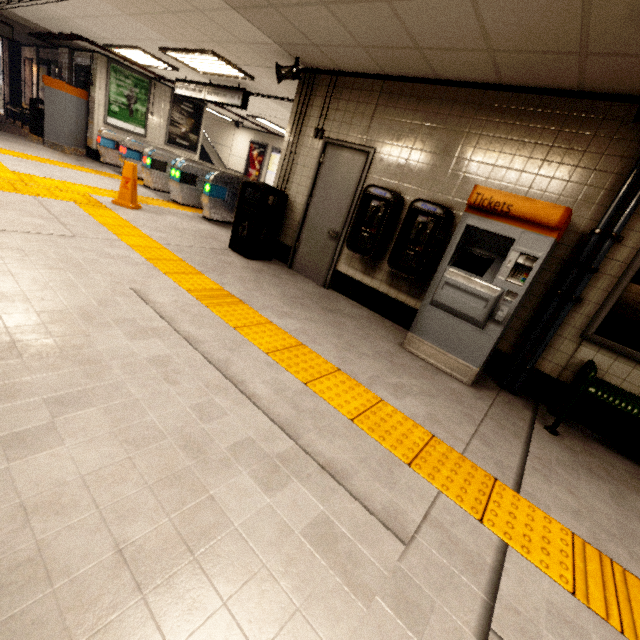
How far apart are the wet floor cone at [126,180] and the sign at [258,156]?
9.52m

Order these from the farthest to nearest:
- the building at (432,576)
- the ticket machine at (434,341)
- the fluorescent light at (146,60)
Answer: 1. the fluorescent light at (146,60)
2. the ticket machine at (434,341)
3. the building at (432,576)

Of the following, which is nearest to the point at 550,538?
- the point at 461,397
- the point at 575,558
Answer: the point at 575,558

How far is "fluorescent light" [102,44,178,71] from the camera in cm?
744

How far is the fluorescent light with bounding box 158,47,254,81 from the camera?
5.9 meters

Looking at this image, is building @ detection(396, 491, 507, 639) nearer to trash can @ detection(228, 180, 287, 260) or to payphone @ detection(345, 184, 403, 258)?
payphone @ detection(345, 184, 403, 258)

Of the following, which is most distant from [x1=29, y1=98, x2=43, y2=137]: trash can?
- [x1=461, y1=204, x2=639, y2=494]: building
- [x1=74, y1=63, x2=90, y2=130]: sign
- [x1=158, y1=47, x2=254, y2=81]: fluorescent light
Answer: [x1=461, y1=204, x2=639, y2=494]: building

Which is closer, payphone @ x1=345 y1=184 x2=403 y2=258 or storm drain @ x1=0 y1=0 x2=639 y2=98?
storm drain @ x1=0 y1=0 x2=639 y2=98
